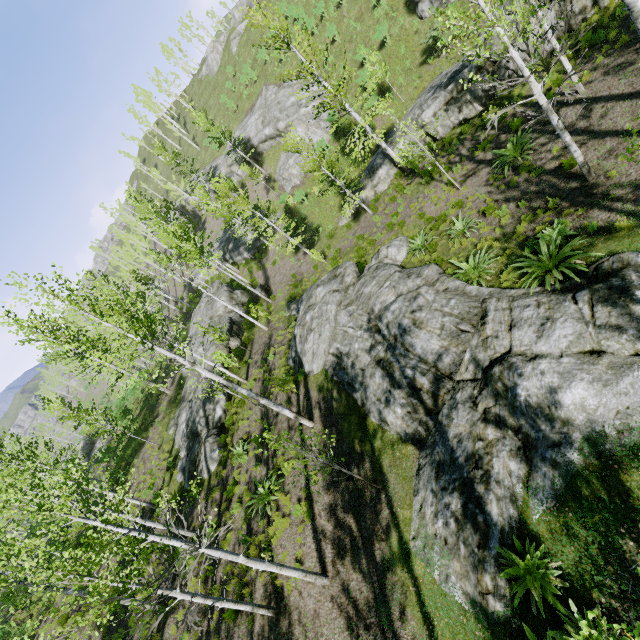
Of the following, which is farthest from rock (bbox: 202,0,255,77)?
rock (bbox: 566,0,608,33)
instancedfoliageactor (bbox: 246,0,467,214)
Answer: rock (bbox: 566,0,608,33)

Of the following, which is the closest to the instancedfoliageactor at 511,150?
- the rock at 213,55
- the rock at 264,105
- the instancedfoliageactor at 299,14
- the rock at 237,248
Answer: the instancedfoliageactor at 299,14

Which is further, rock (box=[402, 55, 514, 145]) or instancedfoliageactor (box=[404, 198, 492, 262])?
rock (box=[402, 55, 514, 145])

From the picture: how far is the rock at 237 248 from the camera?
33.7 meters

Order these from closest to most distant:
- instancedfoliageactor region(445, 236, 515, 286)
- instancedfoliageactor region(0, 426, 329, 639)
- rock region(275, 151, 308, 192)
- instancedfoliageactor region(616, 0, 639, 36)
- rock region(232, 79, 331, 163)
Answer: instancedfoliageactor region(0, 426, 329, 639) → instancedfoliageactor region(616, 0, 639, 36) → instancedfoliageactor region(445, 236, 515, 286) → rock region(232, 79, 331, 163) → rock region(275, 151, 308, 192)

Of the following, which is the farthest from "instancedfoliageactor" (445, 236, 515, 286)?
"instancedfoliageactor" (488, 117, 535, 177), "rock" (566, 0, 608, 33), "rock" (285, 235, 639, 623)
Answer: "instancedfoliageactor" (488, 117, 535, 177)

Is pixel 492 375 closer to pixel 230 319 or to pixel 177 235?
pixel 230 319

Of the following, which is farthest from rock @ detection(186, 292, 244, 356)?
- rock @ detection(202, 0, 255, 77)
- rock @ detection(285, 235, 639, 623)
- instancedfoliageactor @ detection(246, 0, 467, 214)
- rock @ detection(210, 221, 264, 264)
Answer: rock @ detection(202, 0, 255, 77)
